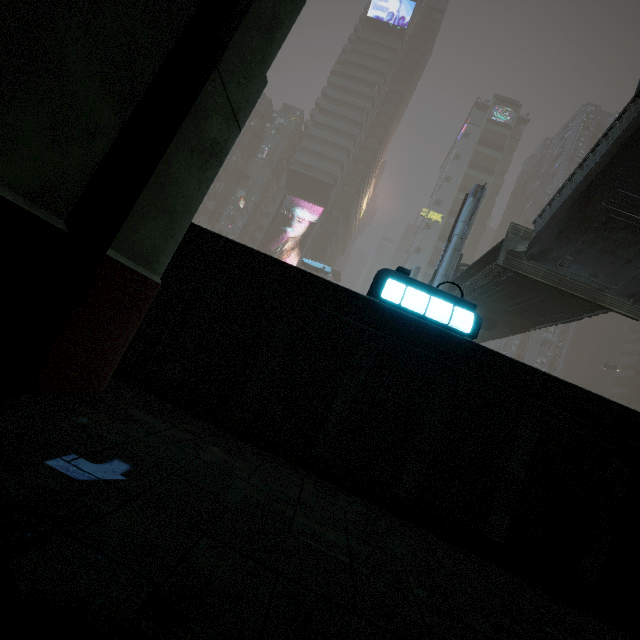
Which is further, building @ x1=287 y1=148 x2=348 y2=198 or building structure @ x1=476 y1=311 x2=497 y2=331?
building @ x1=287 y1=148 x2=348 y2=198

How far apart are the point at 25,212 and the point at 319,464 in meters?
3.0 m

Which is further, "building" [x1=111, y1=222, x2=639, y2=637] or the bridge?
the bridge

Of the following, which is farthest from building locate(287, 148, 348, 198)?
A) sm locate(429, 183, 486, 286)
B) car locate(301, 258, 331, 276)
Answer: car locate(301, 258, 331, 276)

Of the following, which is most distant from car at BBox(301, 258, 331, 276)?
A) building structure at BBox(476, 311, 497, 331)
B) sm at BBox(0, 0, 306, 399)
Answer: sm at BBox(0, 0, 306, 399)

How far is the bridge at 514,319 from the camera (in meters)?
13.59

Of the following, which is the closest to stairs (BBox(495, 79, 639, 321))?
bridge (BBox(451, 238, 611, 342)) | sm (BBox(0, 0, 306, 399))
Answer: bridge (BBox(451, 238, 611, 342))

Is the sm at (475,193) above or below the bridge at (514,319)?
above
